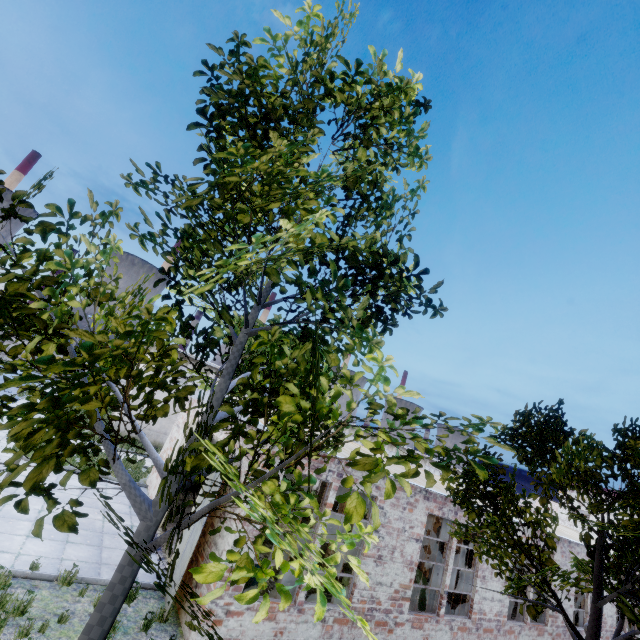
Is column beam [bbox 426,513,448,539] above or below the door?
above

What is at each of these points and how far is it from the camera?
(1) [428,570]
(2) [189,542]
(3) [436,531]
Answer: (1) column beam, 15.5m
(2) door, 9.0m
(3) column beam, 16.0m

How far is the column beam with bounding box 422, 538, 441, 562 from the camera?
15.7 meters

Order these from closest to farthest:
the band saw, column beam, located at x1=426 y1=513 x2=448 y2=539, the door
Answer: the door < the band saw < column beam, located at x1=426 y1=513 x2=448 y2=539

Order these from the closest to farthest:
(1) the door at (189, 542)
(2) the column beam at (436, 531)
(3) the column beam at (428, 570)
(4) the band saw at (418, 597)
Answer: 1. (1) the door at (189, 542)
2. (4) the band saw at (418, 597)
3. (3) the column beam at (428, 570)
4. (2) the column beam at (436, 531)

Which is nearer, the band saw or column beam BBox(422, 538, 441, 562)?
the band saw

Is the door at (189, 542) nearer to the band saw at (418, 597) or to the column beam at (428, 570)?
the band saw at (418, 597)

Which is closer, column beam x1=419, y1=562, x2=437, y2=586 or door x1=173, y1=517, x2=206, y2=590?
door x1=173, y1=517, x2=206, y2=590
